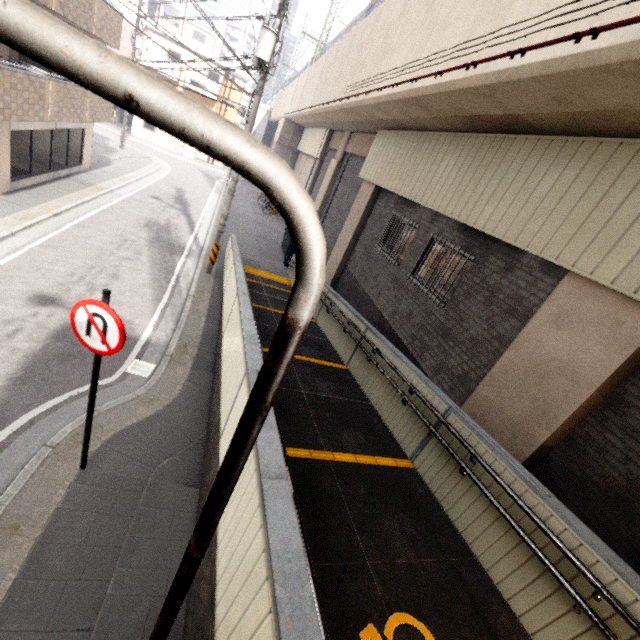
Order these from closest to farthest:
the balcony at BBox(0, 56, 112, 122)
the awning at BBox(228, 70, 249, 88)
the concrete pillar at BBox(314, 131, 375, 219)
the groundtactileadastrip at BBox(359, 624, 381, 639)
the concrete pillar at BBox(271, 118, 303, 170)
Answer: the groundtactileadastrip at BBox(359, 624, 381, 639), the balcony at BBox(0, 56, 112, 122), the concrete pillar at BBox(314, 131, 375, 219), the concrete pillar at BBox(271, 118, 303, 170), the awning at BBox(228, 70, 249, 88)

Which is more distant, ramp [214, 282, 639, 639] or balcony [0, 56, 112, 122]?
balcony [0, 56, 112, 122]

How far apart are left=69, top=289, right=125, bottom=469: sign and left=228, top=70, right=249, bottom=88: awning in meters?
39.8

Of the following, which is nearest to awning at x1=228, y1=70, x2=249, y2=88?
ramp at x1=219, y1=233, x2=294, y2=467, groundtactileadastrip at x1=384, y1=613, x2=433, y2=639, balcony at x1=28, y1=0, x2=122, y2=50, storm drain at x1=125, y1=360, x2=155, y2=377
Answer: balcony at x1=28, y1=0, x2=122, y2=50

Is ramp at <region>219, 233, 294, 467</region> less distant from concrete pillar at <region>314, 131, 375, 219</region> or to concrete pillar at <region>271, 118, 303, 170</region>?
concrete pillar at <region>314, 131, 375, 219</region>

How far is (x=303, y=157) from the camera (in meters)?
26.67

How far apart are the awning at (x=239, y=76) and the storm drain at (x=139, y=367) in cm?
3779

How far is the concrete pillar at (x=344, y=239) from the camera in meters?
12.1
